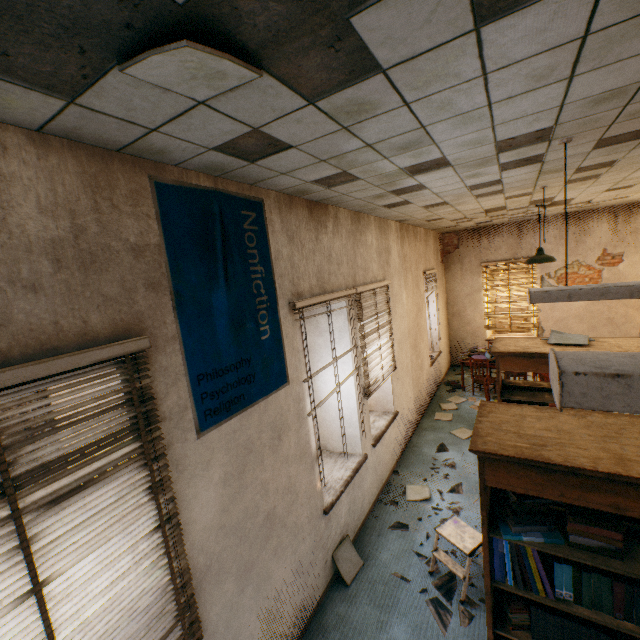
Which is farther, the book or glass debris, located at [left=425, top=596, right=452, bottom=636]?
glass debris, located at [left=425, top=596, right=452, bottom=636]

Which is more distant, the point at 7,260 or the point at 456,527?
the point at 456,527

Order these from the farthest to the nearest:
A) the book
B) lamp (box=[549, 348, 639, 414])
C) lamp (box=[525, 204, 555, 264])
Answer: lamp (box=[525, 204, 555, 264])
the book
lamp (box=[549, 348, 639, 414])

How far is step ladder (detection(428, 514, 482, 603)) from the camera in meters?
3.1

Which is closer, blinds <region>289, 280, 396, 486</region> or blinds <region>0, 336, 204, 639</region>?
blinds <region>0, 336, 204, 639</region>

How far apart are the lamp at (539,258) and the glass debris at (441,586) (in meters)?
4.99

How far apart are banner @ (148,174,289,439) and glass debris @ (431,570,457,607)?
2.6m

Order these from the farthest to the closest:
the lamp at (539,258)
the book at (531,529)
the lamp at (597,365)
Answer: the lamp at (539,258)
the book at (531,529)
the lamp at (597,365)
